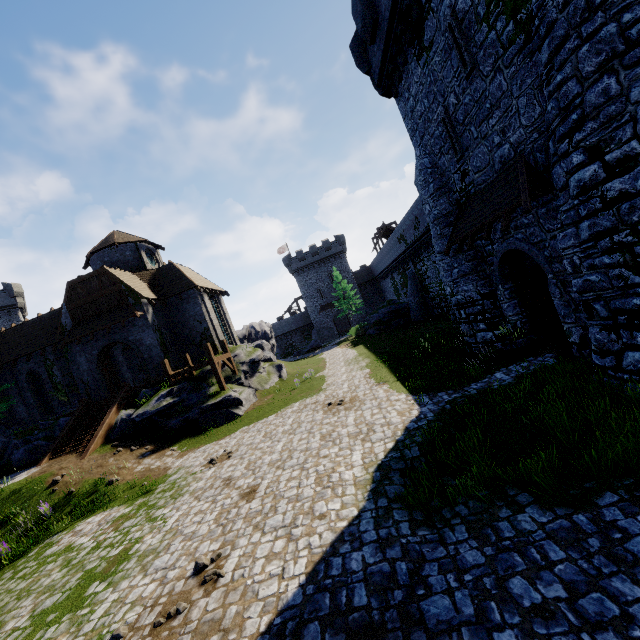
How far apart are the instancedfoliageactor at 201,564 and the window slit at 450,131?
14.4m

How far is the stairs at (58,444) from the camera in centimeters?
1716cm

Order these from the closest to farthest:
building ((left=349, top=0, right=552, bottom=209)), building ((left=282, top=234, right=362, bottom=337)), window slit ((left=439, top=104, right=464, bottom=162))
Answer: building ((left=349, top=0, right=552, bottom=209)) < window slit ((left=439, top=104, right=464, bottom=162)) < building ((left=282, top=234, right=362, bottom=337))

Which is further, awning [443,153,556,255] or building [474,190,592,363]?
building [474,190,592,363]

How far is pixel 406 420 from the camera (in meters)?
10.11

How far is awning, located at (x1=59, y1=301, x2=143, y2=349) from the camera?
22.5m

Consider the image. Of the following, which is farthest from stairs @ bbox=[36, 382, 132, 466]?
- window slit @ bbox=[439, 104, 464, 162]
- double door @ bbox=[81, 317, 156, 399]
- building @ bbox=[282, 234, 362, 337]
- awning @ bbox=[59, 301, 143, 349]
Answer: building @ bbox=[282, 234, 362, 337]

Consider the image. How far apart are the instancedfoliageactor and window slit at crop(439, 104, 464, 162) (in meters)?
14.41
